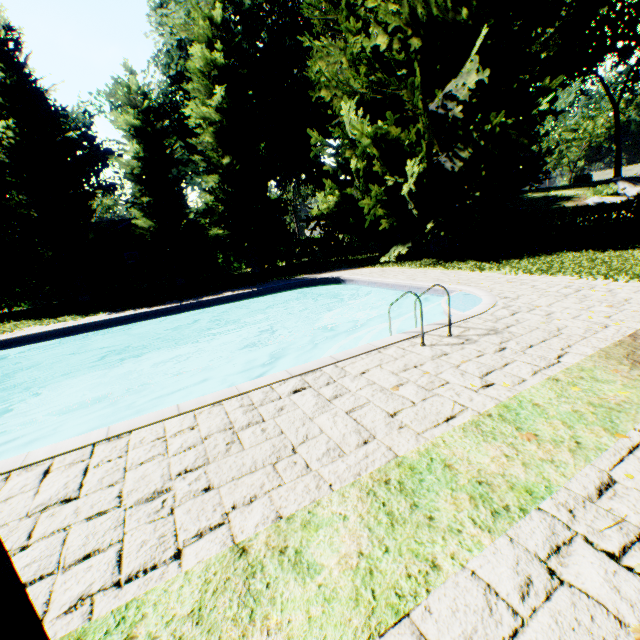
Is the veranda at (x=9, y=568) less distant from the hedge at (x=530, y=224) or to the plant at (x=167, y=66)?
the plant at (x=167, y=66)

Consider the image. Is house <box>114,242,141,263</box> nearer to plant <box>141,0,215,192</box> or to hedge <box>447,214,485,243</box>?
plant <box>141,0,215,192</box>

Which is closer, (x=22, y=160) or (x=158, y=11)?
(x=22, y=160)

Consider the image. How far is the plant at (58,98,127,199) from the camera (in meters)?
33.62

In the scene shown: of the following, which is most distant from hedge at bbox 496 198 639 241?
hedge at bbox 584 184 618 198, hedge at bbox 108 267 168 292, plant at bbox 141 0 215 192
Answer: hedge at bbox 108 267 168 292

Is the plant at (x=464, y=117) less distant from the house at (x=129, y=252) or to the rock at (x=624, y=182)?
the rock at (x=624, y=182)

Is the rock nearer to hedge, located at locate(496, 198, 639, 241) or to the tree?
hedge, located at locate(496, 198, 639, 241)

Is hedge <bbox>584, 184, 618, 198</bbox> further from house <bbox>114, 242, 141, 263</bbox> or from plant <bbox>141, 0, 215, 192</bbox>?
house <bbox>114, 242, 141, 263</bbox>
